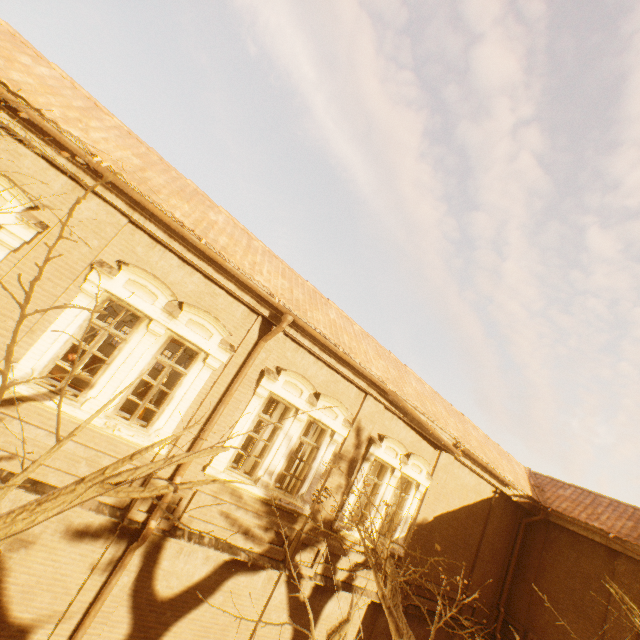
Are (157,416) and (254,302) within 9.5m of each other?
yes

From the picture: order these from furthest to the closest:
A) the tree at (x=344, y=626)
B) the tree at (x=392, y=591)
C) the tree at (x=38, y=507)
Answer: the tree at (x=392, y=591) → the tree at (x=344, y=626) → the tree at (x=38, y=507)

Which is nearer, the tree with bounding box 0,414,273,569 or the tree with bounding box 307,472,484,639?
the tree with bounding box 0,414,273,569

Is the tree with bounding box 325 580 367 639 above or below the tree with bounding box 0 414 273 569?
below

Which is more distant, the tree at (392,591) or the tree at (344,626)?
the tree at (392,591)
